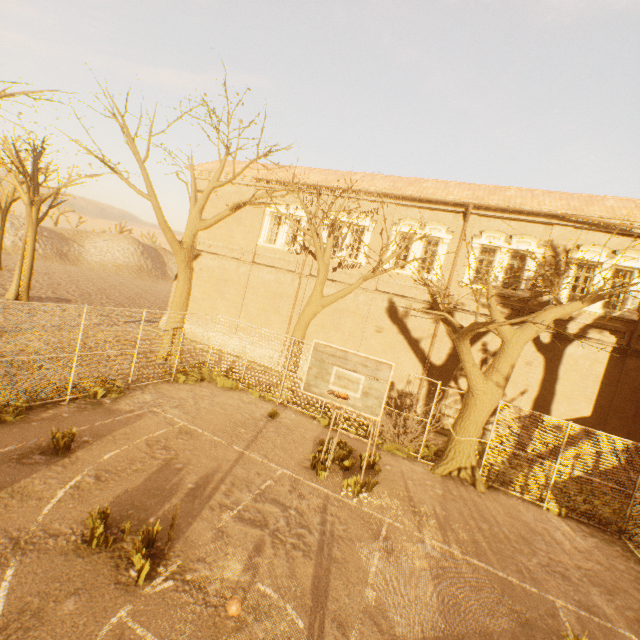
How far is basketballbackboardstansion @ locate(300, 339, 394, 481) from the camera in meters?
6.4

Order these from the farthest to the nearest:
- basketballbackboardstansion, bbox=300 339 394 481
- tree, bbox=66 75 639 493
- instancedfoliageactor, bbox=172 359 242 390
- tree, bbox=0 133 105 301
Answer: tree, bbox=0 133 105 301, instancedfoliageactor, bbox=172 359 242 390, tree, bbox=66 75 639 493, basketballbackboardstansion, bbox=300 339 394 481

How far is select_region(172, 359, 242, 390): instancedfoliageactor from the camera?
13.6m

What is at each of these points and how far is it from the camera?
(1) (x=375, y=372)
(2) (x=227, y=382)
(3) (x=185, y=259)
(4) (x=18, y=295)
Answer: (1) basketballbackboardstansion, 6.5 meters
(2) instancedfoliageactor, 14.3 meters
(3) tree, 15.1 meters
(4) tree, 20.5 meters

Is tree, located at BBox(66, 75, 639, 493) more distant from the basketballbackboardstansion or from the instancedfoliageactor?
the basketballbackboardstansion

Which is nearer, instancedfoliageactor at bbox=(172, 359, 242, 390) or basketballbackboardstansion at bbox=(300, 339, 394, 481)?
basketballbackboardstansion at bbox=(300, 339, 394, 481)

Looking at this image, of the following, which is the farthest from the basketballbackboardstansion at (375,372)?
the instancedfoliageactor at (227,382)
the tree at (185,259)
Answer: the instancedfoliageactor at (227,382)

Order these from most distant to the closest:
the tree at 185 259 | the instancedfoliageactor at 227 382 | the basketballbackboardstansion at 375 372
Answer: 1. the instancedfoliageactor at 227 382
2. the tree at 185 259
3. the basketballbackboardstansion at 375 372
